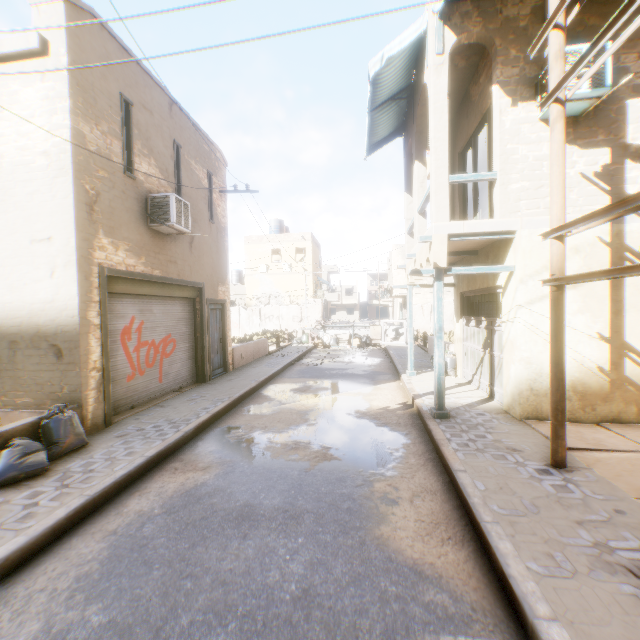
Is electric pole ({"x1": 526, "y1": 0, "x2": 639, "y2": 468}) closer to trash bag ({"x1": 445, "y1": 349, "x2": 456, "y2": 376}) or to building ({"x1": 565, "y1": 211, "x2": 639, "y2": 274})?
building ({"x1": 565, "y1": 211, "x2": 639, "y2": 274})

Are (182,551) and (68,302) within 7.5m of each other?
yes

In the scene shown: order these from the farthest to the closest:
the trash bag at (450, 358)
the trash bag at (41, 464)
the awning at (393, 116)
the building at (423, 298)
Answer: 1. the building at (423, 298)
2. the trash bag at (450, 358)
3. the awning at (393, 116)
4. the trash bag at (41, 464)

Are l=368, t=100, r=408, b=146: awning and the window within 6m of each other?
yes

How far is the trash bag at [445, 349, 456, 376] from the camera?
10.85m

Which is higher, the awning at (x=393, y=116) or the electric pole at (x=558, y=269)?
the awning at (x=393, y=116)

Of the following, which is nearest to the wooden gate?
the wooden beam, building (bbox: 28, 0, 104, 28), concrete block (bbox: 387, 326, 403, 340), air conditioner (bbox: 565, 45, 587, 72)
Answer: building (bbox: 28, 0, 104, 28)

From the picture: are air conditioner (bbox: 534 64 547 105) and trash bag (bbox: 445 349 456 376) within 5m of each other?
no
